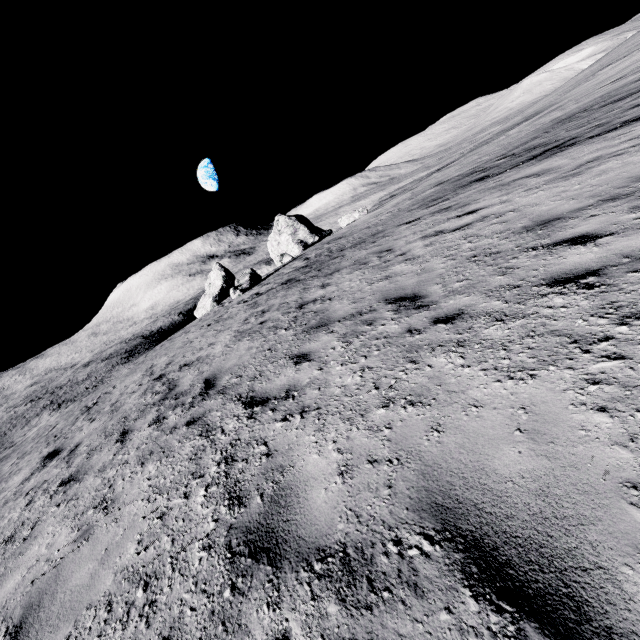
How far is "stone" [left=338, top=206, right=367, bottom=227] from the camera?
32.3 meters

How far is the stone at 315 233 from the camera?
39.1m

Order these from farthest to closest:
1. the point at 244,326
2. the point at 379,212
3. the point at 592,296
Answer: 1. the point at 379,212
2. the point at 244,326
3. the point at 592,296

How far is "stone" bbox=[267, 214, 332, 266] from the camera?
39.1m

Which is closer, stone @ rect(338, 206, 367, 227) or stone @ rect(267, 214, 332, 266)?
stone @ rect(338, 206, 367, 227)

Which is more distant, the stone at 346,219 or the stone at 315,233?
the stone at 315,233
